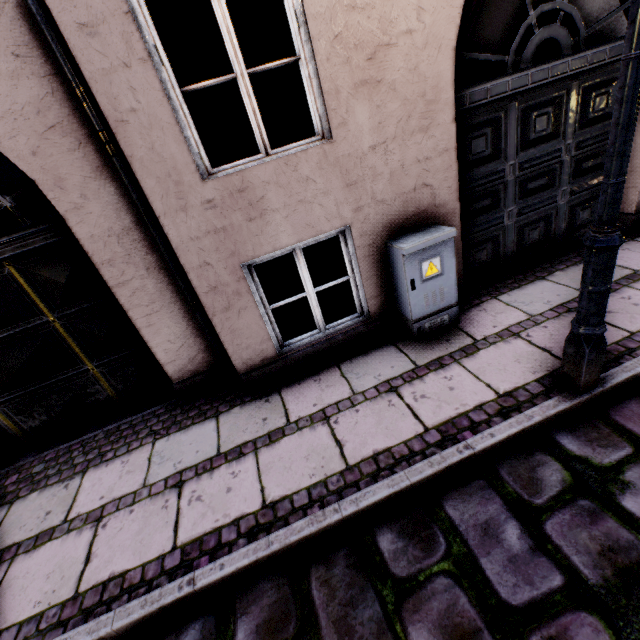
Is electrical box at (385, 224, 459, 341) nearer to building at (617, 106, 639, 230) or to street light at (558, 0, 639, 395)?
building at (617, 106, 639, 230)

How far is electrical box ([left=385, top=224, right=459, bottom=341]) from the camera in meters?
2.9 m

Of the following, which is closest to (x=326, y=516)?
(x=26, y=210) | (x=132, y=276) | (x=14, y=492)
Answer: (x=132, y=276)

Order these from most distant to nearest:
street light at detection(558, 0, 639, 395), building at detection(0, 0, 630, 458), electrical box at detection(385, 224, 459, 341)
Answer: electrical box at detection(385, 224, 459, 341), building at detection(0, 0, 630, 458), street light at detection(558, 0, 639, 395)

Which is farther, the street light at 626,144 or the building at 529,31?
the building at 529,31

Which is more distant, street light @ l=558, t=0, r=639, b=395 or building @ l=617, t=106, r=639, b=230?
building @ l=617, t=106, r=639, b=230

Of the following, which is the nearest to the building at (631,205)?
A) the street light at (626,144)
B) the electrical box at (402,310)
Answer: the electrical box at (402,310)
